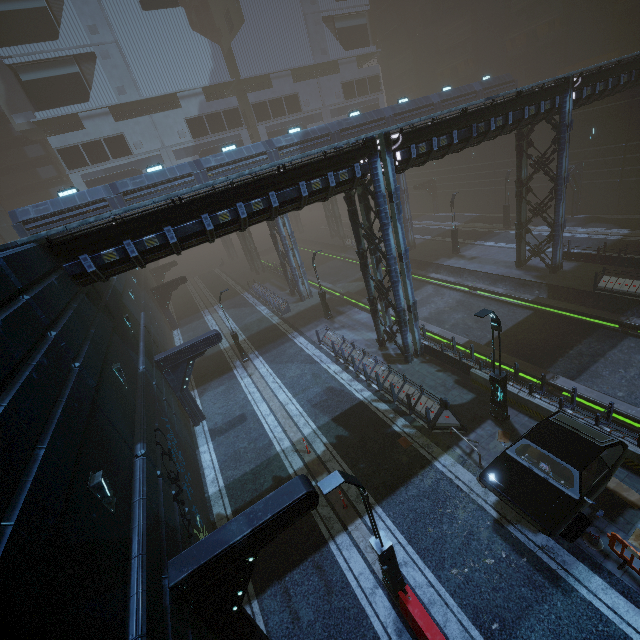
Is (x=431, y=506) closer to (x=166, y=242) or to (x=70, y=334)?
(x=70, y=334)

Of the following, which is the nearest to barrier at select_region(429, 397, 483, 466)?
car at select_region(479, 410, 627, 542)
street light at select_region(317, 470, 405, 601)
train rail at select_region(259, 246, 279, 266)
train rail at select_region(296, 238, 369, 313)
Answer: car at select_region(479, 410, 627, 542)

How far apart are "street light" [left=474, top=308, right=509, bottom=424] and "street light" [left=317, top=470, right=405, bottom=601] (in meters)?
6.91

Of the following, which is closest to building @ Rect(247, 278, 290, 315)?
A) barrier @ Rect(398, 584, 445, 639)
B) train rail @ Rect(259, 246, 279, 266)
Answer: train rail @ Rect(259, 246, 279, 266)

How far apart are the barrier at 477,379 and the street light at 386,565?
8.2 meters

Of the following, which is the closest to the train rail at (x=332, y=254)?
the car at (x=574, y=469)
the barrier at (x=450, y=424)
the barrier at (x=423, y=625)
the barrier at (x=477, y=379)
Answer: the barrier at (x=477, y=379)

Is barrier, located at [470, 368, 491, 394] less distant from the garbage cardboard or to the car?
the garbage cardboard

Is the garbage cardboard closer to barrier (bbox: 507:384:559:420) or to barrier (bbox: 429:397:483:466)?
barrier (bbox: 507:384:559:420)
